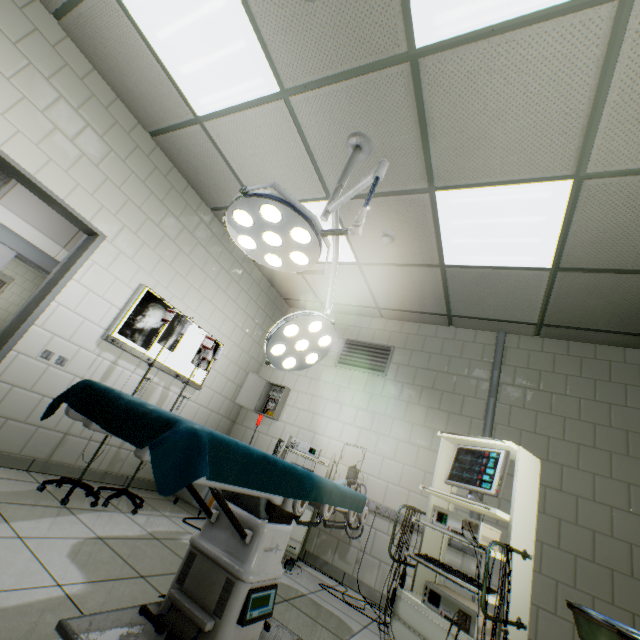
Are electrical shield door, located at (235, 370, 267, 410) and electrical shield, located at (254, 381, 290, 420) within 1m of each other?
yes

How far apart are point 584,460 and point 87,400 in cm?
418

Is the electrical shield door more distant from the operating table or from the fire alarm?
the fire alarm

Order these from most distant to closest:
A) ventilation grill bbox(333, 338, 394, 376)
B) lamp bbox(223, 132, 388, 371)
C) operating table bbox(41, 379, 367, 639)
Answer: ventilation grill bbox(333, 338, 394, 376), lamp bbox(223, 132, 388, 371), operating table bbox(41, 379, 367, 639)

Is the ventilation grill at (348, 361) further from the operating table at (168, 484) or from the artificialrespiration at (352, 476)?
the operating table at (168, 484)

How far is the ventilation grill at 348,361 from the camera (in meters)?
4.58

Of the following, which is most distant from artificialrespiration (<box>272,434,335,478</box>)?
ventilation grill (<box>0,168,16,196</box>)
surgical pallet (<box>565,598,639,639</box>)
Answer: ventilation grill (<box>0,168,16,196</box>)

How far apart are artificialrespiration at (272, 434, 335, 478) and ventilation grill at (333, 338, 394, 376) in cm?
124
